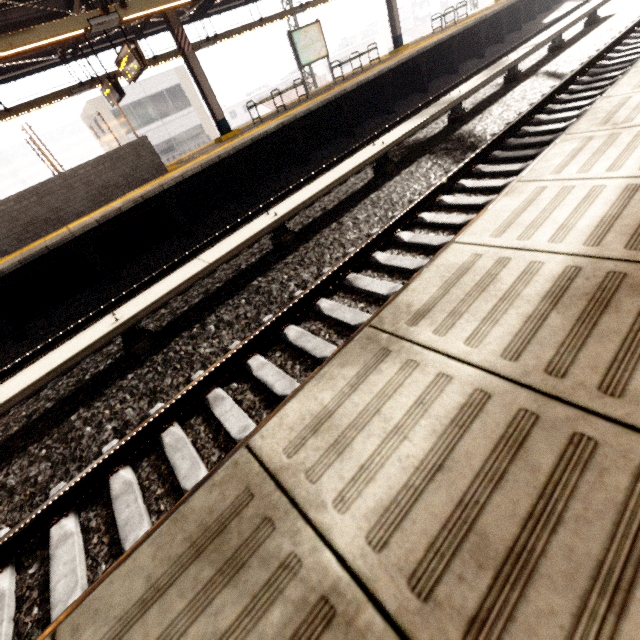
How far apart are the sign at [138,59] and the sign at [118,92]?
1.38m

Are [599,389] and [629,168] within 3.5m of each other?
yes

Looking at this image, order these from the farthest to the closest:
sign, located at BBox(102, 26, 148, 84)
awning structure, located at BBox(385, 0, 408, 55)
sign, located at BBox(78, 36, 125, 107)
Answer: awning structure, located at BBox(385, 0, 408, 55), sign, located at BBox(78, 36, 125, 107), sign, located at BBox(102, 26, 148, 84)

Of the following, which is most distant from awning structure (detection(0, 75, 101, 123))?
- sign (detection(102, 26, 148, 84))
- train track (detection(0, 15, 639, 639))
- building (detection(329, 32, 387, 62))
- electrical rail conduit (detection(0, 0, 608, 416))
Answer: building (detection(329, 32, 387, 62))

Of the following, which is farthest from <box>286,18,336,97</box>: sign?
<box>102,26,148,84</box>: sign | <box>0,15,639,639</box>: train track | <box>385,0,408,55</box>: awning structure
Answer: <box>0,15,639,639</box>: train track

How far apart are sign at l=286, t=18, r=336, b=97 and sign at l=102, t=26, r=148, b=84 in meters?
6.0 m

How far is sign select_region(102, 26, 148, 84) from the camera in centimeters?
730cm

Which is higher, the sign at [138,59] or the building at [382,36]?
the sign at [138,59]
